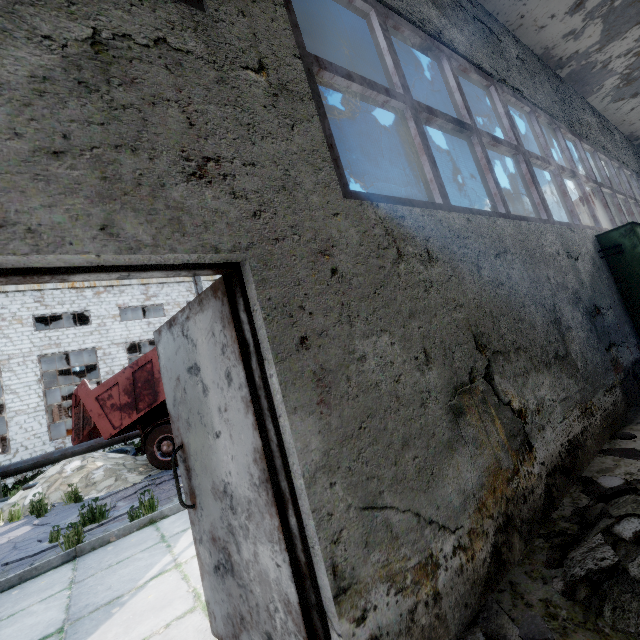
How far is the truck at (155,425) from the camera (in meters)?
9.20

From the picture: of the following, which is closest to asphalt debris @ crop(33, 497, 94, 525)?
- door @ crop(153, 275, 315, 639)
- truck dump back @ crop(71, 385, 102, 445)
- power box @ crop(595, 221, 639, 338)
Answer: truck dump back @ crop(71, 385, 102, 445)

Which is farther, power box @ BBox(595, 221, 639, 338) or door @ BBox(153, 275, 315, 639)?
power box @ BBox(595, 221, 639, 338)

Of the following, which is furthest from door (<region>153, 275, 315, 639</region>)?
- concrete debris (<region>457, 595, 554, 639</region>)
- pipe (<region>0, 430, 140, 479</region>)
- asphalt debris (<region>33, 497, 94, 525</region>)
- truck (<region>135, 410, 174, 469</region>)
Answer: truck (<region>135, 410, 174, 469</region>)

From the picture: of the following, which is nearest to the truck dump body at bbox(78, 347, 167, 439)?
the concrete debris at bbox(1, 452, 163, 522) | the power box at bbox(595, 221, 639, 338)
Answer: the concrete debris at bbox(1, 452, 163, 522)

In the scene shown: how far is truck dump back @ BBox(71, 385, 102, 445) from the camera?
9.25m

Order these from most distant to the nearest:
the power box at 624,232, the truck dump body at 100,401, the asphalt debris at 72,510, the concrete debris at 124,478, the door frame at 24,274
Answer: the truck dump body at 100,401
the concrete debris at 124,478
the asphalt debris at 72,510
the power box at 624,232
the door frame at 24,274

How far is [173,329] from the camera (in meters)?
2.24
